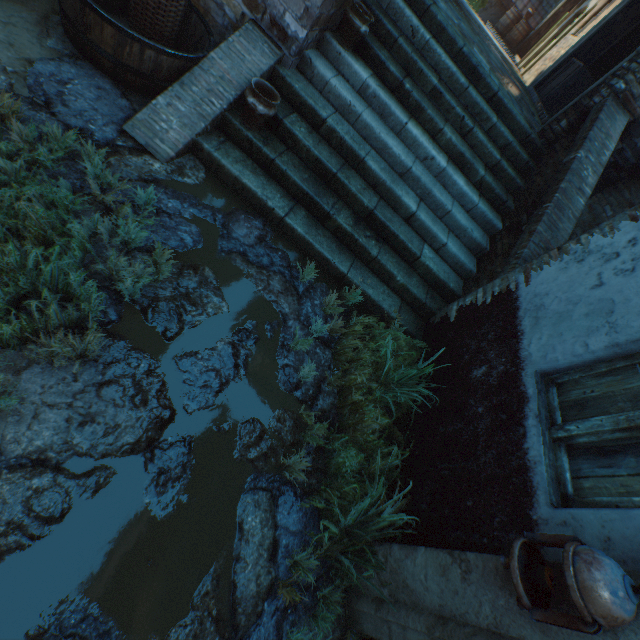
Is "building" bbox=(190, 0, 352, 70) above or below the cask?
above

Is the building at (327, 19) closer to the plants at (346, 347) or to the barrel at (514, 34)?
the plants at (346, 347)

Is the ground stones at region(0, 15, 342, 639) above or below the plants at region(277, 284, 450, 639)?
below

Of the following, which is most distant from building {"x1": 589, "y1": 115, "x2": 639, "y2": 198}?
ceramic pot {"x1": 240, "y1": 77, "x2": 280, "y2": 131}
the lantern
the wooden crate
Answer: the lantern

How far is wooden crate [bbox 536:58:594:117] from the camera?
7.8m

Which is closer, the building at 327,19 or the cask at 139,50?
the cask at 139,50

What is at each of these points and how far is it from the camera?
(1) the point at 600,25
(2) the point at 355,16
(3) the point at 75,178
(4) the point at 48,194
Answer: (1) building, 8.23m
(2) ceramic pot, 3.80m
(3) ground stones, 2.57m
(4) plants, 2.23m

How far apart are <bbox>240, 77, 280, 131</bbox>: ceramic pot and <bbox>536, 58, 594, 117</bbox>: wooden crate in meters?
8.5
